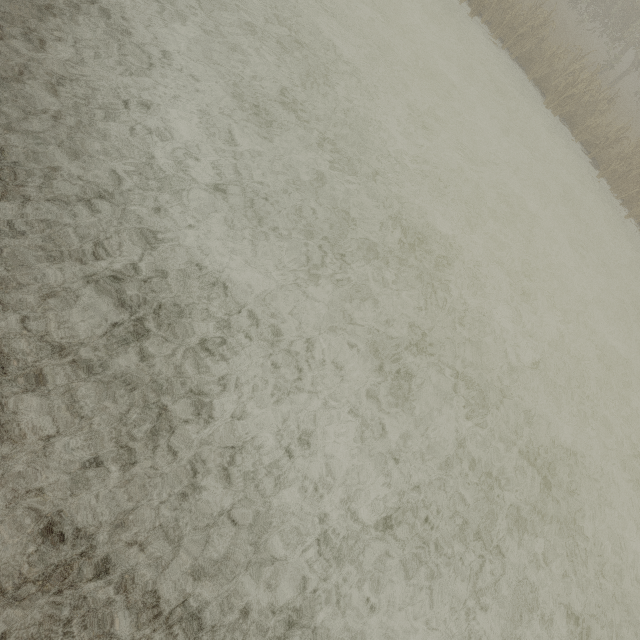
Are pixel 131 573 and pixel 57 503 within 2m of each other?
yes
